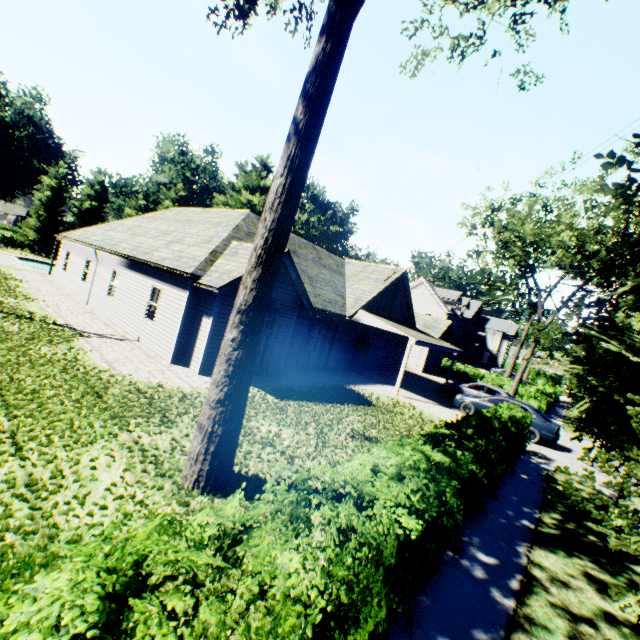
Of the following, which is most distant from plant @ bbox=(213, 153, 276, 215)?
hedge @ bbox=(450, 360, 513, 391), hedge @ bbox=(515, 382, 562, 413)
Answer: hedge @ bbox=(515, 382, 562, 413)

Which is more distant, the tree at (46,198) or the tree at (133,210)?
the tree at (133,210)

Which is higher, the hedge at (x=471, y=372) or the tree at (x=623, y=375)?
the tree at (x=623, y=375)

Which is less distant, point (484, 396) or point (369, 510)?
point (369, 510)

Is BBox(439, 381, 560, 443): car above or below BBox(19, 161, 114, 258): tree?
below

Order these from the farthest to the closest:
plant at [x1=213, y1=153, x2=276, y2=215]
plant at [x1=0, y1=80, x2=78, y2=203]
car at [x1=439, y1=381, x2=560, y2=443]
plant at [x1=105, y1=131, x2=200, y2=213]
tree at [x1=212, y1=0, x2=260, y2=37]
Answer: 1. plant at [x1=105, y1=131, x2=200, y2=213]
2. plant at [x1=213, y1=153, x2=276, y2=215]
3. plant at [x1=0, y1=80, x2=78, y2=203]
4. car at [x1=439, y1=381, x2=560, y2=443]
5. tree at [x1=212, y1=0, x2=260, y2=37]

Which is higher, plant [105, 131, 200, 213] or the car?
plant [105, 131, 200, 213]

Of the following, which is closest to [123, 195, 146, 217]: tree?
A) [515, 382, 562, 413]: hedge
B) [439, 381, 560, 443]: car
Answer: [515, 382, 562, 413]: hedge
